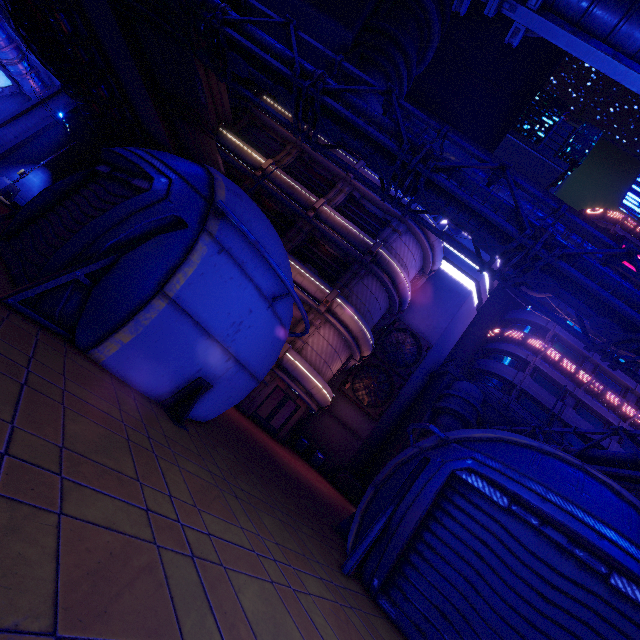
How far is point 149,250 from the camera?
5.96m

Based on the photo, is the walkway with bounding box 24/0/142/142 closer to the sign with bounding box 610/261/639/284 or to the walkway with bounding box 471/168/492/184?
the walkway with bounding box 471/168/492/184

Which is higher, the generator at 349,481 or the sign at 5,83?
the sign at 5,83

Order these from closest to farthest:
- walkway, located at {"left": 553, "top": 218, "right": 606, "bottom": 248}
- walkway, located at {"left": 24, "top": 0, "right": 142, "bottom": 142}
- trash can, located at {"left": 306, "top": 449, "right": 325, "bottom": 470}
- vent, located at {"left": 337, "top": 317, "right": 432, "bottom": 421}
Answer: walkway, located at {"left": 24, "top": 0, "right": 142, "bottom": 142}
trash can, located at {"left": 306, "top": 449, "right": 325, "bottom": 470}
vent, located at {"left": 337, "top": 317, "right": 432, "bottom": 421}
walkway, located at {"left": 553, "top": 218, "right": 606, "bottom": 248}

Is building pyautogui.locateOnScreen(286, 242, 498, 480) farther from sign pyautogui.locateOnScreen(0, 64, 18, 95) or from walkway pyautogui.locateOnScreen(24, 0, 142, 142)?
sign pyautogui.locateOnScreen(0, 64, 18, 95)

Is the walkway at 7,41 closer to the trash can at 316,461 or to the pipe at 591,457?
the pipe at 591,457

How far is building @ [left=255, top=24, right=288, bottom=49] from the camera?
26.20m

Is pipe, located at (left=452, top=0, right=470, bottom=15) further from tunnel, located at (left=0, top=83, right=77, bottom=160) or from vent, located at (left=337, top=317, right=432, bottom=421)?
tunnel, located at (left=0, top=83, right=77, bottom=160)
